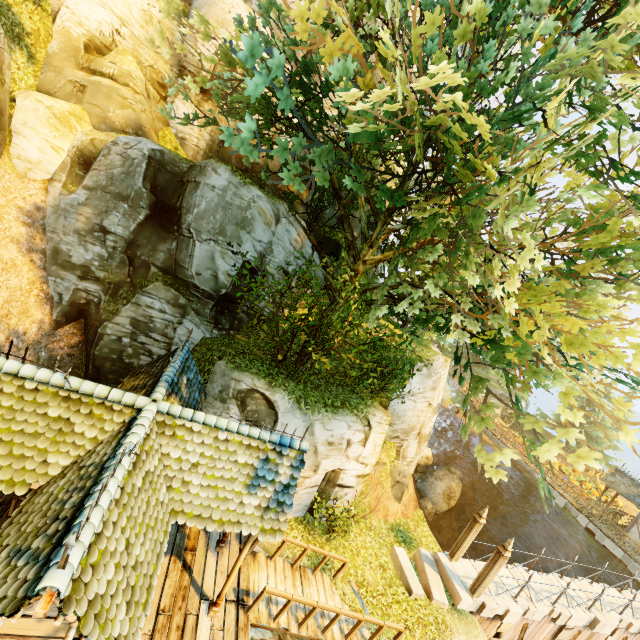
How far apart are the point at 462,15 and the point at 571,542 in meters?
31.3 m

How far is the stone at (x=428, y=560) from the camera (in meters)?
11.27

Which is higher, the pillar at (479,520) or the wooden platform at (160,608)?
the pillar at (479,520)

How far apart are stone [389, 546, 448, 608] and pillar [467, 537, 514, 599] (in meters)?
0.92

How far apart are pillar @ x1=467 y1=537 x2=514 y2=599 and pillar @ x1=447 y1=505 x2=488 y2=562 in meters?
1.0

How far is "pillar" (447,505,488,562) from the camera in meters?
12.5

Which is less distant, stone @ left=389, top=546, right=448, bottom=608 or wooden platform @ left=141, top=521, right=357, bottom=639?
wooden platform @ left=141, top=521, right=357, bottom=639

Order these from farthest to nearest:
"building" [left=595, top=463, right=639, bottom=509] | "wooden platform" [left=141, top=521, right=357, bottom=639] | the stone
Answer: "building" [left=595, top=463, right=639, bottom=509] → the stone → "wooden platform" [left=141, top=521, right=357, bottom=639]
